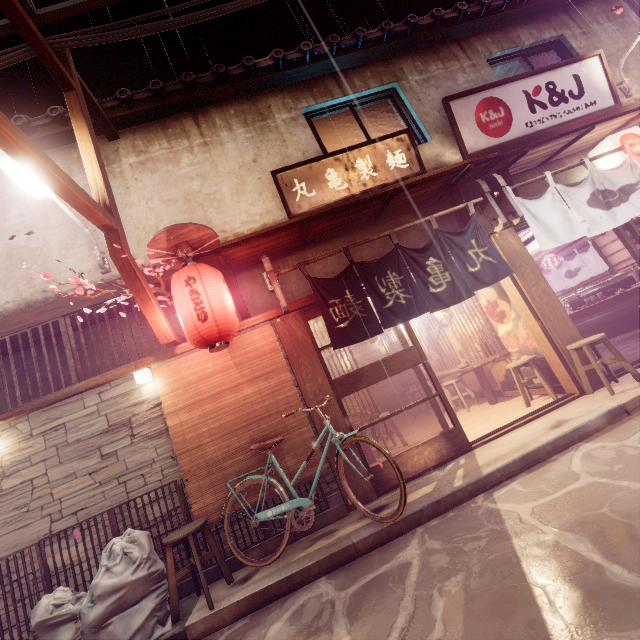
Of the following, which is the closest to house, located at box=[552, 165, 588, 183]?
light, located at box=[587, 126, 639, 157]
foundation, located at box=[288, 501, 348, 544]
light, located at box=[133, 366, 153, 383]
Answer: light, located at box=[587, 126, 639, 157]

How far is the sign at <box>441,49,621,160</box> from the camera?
10.9 meters

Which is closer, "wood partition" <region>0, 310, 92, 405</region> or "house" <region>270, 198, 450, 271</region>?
"wood partition" <region>0, 310, 92, 405</region>

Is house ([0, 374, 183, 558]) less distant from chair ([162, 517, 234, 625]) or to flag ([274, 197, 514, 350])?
chair ([162, 517, 234, 625])

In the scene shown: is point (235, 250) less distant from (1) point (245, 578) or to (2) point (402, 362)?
(2) point (402, 362)

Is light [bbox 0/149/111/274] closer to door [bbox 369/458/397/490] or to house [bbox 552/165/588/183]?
house [bbox 552/165/588/183]

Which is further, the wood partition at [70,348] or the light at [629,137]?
the light at [629,137]

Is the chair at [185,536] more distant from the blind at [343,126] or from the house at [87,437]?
the blind at [343,126]
